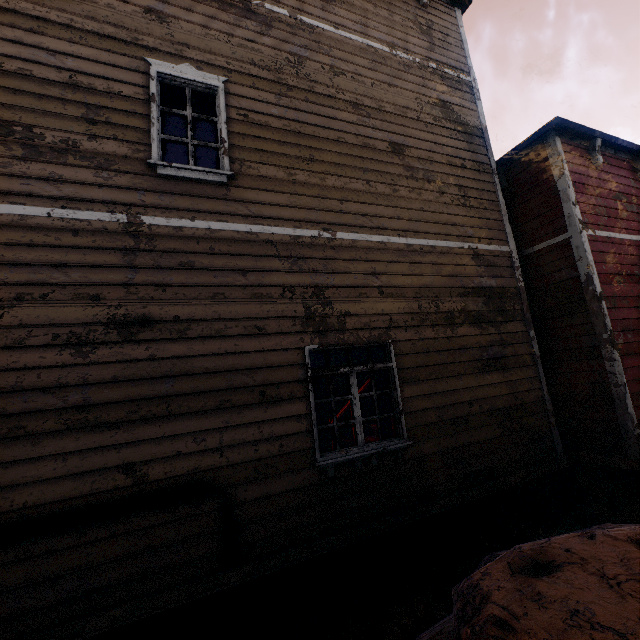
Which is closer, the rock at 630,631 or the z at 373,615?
the rock at 630,631

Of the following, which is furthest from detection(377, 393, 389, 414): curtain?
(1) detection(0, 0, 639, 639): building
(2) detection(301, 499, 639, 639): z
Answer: (2) detection(301, 499, 639, 639): z

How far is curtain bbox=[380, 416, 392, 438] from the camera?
4.70m

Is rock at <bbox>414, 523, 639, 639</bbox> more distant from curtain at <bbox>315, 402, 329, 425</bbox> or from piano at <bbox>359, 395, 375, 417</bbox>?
piano at <bbox>359, 395, 375, 417</bbox>

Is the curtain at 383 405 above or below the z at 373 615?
above

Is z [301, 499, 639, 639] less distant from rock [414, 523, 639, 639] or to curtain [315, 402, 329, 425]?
rock [414, 523, 639, 639]

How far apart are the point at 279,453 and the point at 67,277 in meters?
3.1 m
